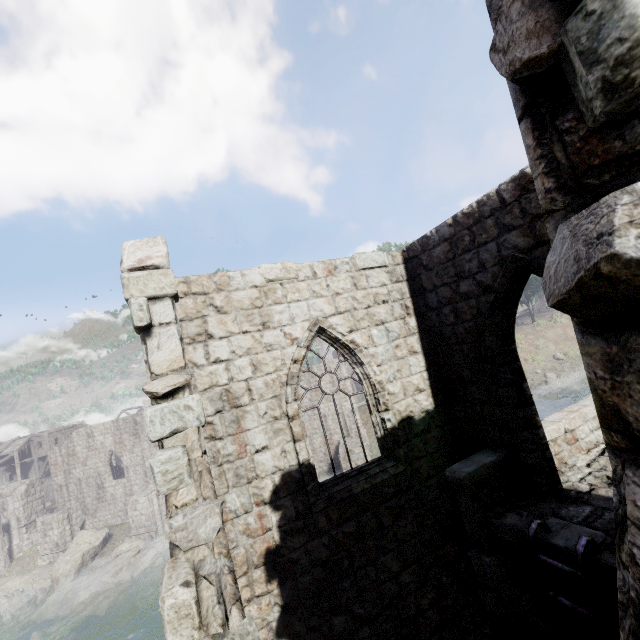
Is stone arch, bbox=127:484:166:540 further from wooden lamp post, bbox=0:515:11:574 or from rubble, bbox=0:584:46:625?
rubble, bbox=0:584:46:625

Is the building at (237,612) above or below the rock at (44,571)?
above

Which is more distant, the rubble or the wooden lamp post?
the wooden lamp post

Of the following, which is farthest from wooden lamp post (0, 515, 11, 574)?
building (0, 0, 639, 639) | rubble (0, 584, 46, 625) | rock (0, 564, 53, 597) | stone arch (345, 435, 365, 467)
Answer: stone arch (345, 435, 365, 467)

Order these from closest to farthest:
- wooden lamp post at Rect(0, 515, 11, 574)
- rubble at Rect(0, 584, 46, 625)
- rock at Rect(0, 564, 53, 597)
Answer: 1. rubble at Rect(0, 584, 46, 625)
2. rock at Rect(0, 564, 53, 597)
3. wooden lamp post at Rect(0, 515, 11, 574)

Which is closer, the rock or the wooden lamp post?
the rock

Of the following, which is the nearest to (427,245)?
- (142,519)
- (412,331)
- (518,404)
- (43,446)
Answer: (412,331)

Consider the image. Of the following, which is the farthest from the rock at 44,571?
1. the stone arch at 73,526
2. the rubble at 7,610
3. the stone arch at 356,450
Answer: the stone arch at 356,450
